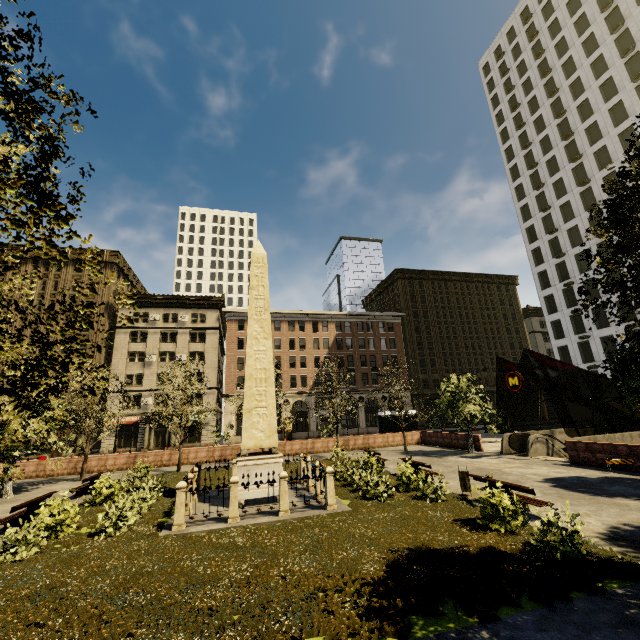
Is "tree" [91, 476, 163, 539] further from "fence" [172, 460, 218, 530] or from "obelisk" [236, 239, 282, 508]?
"obelisk" [236, 239, 282, 508]

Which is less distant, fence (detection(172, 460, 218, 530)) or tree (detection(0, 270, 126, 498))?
tree (detection(0, 270, 126, 498))

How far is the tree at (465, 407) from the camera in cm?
2322

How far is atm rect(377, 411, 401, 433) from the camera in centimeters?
3150cm

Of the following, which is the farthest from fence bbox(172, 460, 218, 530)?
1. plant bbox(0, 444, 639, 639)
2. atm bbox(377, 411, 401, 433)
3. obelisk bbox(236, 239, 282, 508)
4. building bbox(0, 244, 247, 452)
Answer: building bbox(0, 244, 247, 452)

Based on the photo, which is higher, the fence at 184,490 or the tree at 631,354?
the tree at 631,354

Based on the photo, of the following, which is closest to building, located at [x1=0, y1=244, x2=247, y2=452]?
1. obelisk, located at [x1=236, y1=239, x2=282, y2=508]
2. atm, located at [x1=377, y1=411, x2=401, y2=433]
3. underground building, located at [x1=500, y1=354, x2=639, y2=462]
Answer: atm, located at [x1=377, y1=411, x2=401, y2=433]

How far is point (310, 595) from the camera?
6.1m
